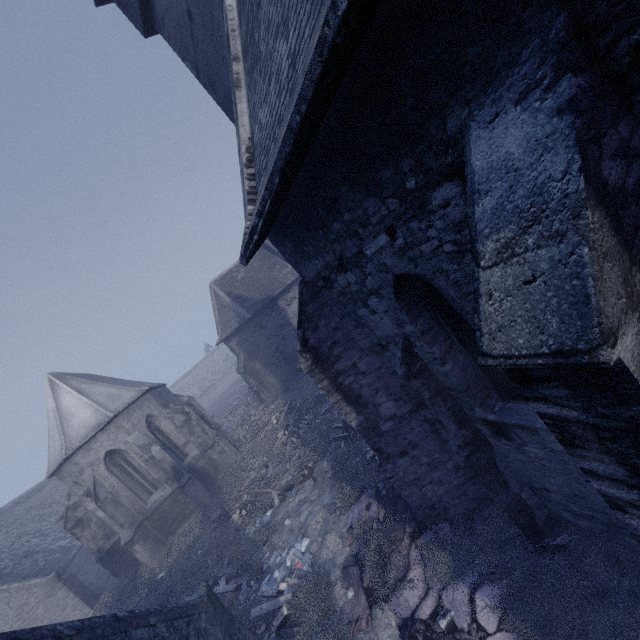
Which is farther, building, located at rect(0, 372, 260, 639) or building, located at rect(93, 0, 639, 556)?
building, located at rect(0, 372, 260, 639)

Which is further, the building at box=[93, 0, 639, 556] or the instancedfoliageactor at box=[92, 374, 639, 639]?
the instancedfoliageactor at box=[92, 374, 639, 639]

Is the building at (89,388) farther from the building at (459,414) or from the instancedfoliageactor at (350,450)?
the building at (459,414)

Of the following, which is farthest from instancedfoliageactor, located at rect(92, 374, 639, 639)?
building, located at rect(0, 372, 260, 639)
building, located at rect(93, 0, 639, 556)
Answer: building, located at rect(0, 372, 260, 639)

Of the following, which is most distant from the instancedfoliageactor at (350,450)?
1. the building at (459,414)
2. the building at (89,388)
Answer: the building at (89,388)

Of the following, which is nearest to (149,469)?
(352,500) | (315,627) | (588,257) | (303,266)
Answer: (352,500)

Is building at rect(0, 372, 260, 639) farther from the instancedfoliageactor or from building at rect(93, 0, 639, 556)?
building at rect(93, 0, 639, 556)
